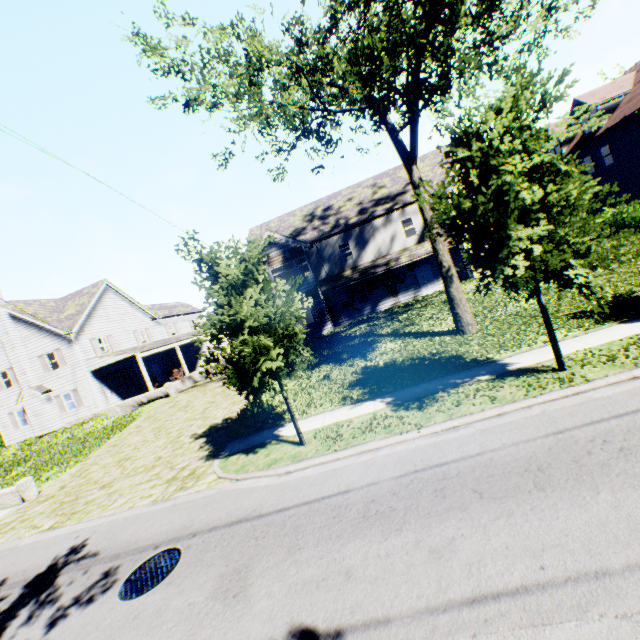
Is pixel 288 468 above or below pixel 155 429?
below

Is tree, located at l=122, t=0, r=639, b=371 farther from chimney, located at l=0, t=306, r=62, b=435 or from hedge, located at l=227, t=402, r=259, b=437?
chimney, located at l=0, t=306, r=62, b=435

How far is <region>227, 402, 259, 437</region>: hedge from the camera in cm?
1193

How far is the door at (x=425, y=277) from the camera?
24.4 meters

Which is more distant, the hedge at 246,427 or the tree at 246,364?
the hedge at 246,427

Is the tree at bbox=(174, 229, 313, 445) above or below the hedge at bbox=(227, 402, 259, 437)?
above

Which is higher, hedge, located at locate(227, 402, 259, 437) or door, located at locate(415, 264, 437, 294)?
door, located at locate(415, 264, 437, 294)
